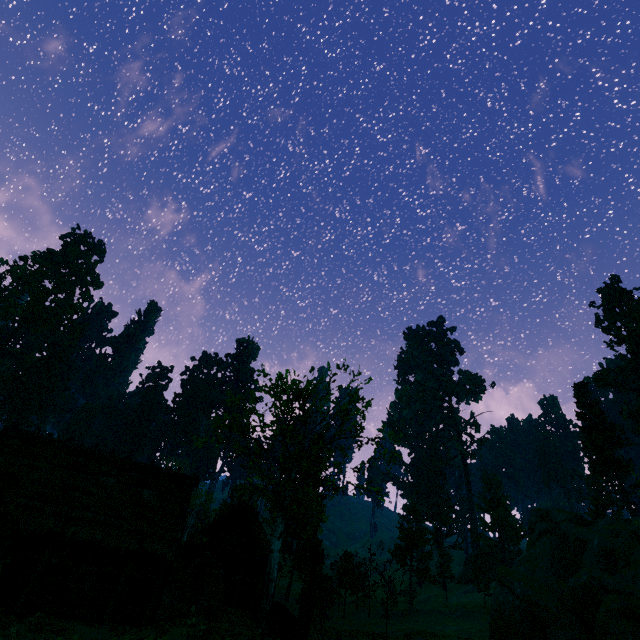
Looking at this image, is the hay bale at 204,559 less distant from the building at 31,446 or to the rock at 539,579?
A: the building at 31,446

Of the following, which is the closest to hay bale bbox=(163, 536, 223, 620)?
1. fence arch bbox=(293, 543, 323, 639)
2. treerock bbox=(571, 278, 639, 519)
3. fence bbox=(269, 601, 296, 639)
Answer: fence bbox=(269, 601, 296, 639)

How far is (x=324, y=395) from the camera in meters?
24.4

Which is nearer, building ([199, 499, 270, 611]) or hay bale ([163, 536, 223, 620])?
hay bale ([163, 536, 223, 620])

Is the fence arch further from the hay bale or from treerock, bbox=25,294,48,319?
the hay bale

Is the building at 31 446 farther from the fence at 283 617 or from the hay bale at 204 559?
the fence at 283 617

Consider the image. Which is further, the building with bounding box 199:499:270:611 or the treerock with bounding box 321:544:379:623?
the treerock with bounding box 321:544:379:623

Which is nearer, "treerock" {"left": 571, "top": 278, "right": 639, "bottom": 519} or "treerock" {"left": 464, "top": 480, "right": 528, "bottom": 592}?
"treerock" {"left": 571, "top": 278, "right": 639, "bottom": 519}
